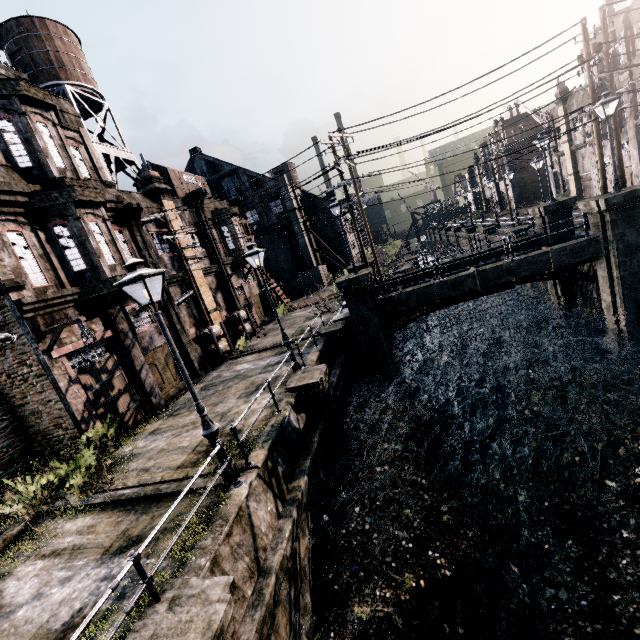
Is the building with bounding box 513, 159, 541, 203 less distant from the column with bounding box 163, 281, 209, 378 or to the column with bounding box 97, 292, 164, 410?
the column with bounding box 163, 281, 209, 378

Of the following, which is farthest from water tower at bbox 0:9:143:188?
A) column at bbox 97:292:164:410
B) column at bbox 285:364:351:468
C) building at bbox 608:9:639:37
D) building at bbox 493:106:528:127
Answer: building at bbox 493:106:528:127

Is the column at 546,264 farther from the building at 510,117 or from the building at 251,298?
the building at 510,117

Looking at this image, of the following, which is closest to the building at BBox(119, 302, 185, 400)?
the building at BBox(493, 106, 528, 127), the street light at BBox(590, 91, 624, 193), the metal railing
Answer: the metal railing

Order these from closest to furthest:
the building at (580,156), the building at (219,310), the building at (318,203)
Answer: the building at (219,310) < the building at (580,156) < the building at (318,203)

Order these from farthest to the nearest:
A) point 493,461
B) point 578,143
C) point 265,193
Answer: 1. point 265,193
2. point 578,143
3. point 493,461

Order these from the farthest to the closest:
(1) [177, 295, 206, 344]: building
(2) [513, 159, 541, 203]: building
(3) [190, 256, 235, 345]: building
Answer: (2) [513, 159, 541, 203]: building < (3) [190, 256, 235, 345]: building < (1) [177, 295, 206, 344]: building

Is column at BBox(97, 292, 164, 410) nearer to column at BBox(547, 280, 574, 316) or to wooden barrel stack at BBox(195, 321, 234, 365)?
wooden barrel stack at BBox(195, 321, 234, 365)
